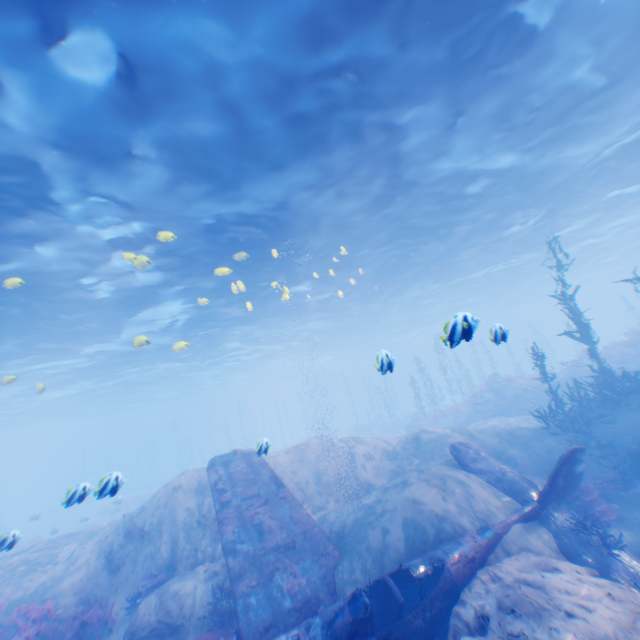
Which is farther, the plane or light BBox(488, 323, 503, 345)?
light BBox(488, 323, 503, 345)

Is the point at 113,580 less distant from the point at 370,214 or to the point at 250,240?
the point at 250,240

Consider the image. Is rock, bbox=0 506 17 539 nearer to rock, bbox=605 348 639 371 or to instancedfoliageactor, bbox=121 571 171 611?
instancedfoliageactor, bbox=121 571 171 611

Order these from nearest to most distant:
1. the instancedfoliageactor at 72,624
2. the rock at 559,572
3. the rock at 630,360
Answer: Answer: the rock at 559,572 < the instancedfoliageactor at 72,624 < the rock at 630,360

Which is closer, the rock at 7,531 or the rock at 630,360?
the rock at 7,531

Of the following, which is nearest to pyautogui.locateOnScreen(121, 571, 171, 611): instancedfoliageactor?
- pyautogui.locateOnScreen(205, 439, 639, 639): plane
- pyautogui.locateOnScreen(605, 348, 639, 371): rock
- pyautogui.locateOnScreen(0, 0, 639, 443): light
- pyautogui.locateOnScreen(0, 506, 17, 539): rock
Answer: pyautogui.locateOnScreen(0, 506, 17, 539): rock

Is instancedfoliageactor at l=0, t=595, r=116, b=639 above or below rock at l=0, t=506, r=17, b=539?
below

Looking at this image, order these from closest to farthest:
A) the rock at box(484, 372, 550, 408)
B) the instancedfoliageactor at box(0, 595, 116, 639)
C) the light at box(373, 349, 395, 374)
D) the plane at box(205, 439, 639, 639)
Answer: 1. the plane at box(205, 439, 639, 639)
2. the light at box(373, 349, 395, 374)
3. the instancedfoliageactor at box(0, 595, 116, 639)
4. the rock at box(484, 372, 550, 408)
